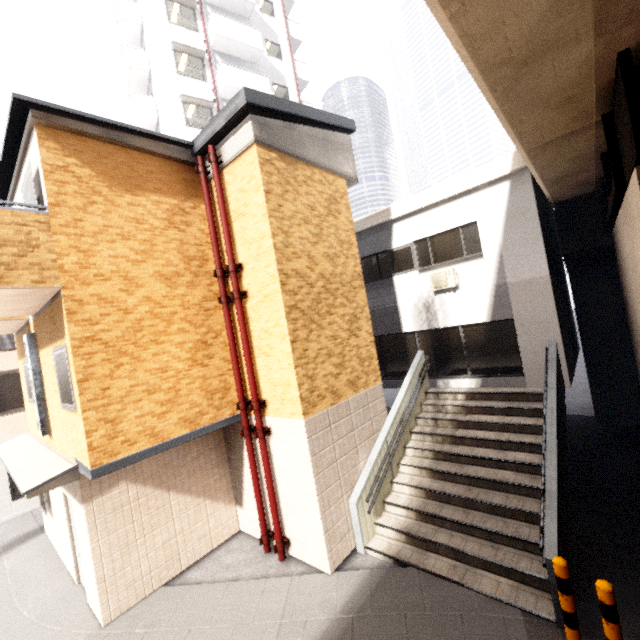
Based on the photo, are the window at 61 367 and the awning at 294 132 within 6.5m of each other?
yes

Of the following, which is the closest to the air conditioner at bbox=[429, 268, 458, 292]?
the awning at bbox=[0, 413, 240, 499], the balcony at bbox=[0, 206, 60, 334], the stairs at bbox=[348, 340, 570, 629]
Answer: the stairs at bbox=[348, 340, 570, 629]

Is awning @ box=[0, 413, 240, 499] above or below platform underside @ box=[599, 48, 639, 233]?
below

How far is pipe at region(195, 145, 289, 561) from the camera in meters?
6.8

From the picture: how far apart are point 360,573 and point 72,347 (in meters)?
6.57

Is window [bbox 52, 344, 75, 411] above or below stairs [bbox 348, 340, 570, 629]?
above

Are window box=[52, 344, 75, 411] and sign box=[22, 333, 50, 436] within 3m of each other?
yes

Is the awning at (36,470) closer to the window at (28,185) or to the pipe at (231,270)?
the pipe at (231,270)
